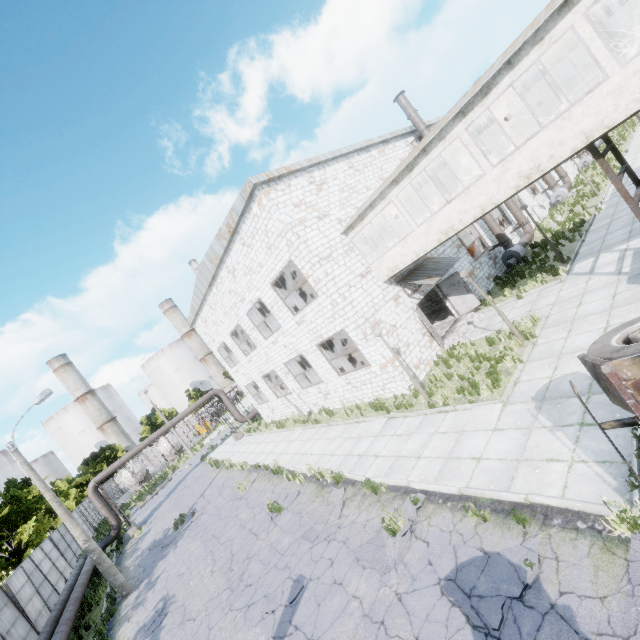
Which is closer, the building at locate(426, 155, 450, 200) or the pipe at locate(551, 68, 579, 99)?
the building at locate(426, 155, 450, 200)

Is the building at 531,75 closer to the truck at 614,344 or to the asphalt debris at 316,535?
the truck at 614,344

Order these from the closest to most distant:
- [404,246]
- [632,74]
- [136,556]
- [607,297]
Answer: [632,74]
[607,297]
[404,246]
[136,556]

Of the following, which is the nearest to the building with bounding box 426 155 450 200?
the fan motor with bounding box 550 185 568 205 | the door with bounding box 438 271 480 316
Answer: the door with bounding box 438 271 480 316

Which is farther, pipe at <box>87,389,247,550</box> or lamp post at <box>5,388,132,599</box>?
pipe at <box>87,389,247,550</box>

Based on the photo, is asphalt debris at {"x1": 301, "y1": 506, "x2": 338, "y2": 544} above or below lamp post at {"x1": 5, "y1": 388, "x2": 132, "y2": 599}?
below

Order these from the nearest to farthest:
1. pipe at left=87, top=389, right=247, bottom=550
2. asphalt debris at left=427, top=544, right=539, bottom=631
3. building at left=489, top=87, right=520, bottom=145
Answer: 1. asphalt debris at left=427, top=544, right=539, bottom=631
2. building at left=489, top=87, right=520, bottom=145
3. pipe at left=87, top=389, right=247, bottom=550

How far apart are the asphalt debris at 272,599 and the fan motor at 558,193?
33.3m
